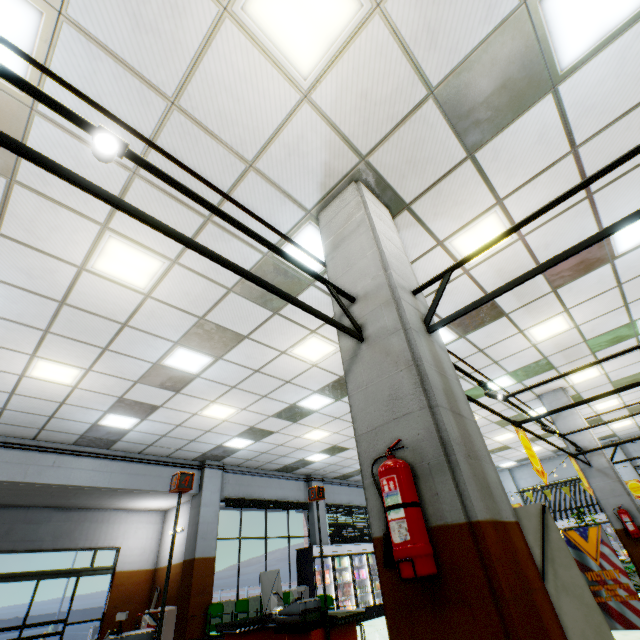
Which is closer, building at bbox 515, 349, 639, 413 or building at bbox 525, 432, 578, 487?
building at bbox 515, 349, 639, 413

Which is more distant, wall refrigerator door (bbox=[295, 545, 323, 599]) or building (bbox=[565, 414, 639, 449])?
wall refrigerator door (bbox=[295, 545, 323, 599])

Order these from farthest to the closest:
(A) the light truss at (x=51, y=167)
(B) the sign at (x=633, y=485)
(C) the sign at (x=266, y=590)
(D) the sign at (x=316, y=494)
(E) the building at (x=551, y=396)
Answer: (B) the sign at (x=633, y=485)
(E) the building at (x=551, y=396)
(C) the sign at (x=266, y=590)
(D) the sign at (x=316, y=494)
(A) the light truss at (x=51, y=167)

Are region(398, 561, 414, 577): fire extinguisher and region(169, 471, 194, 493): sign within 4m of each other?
yes

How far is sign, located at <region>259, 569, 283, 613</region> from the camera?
8.0m

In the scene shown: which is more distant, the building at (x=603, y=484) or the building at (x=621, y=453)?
the building at (x=621, y=453)

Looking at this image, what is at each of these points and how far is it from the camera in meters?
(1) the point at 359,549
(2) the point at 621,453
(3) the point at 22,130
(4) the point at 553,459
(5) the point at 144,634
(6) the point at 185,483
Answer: (1) wall refrigerator door, 12.9 m
(2) building, 14.8 m
(3) building, 3.0 m
(4) building, 16.7 m
(5) checkout counter, 3.0 m
(6) sign, 3.7 m

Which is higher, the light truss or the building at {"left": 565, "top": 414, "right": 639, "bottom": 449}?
the building at {"left": 565, "top": 414, "right": 639, "bottom": 449}
